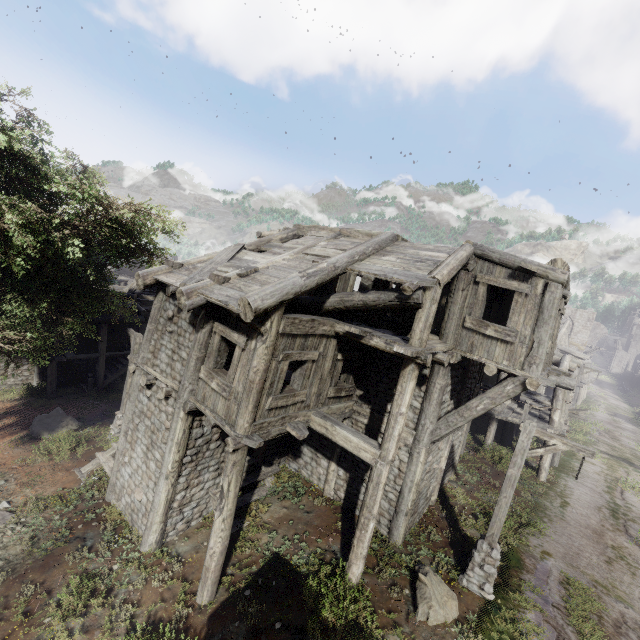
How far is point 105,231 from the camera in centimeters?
Result: 1166cm

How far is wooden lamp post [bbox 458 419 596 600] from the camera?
7.98m

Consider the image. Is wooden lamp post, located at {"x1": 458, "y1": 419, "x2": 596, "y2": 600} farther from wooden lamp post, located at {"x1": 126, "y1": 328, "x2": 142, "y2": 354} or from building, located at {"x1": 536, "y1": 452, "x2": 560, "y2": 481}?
wooden lamp post, located at {"x1": 126, "y1": 328, "x2": 142, "y2": 354}

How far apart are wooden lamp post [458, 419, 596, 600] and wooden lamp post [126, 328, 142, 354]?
13.2 meters

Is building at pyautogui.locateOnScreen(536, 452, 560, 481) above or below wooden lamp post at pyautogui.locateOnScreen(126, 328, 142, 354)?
below

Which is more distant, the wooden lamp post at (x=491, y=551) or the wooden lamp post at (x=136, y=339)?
the wooden lamp post at (x=136, y=339)

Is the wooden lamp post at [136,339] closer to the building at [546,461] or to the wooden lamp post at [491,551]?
the building at [546,461]
